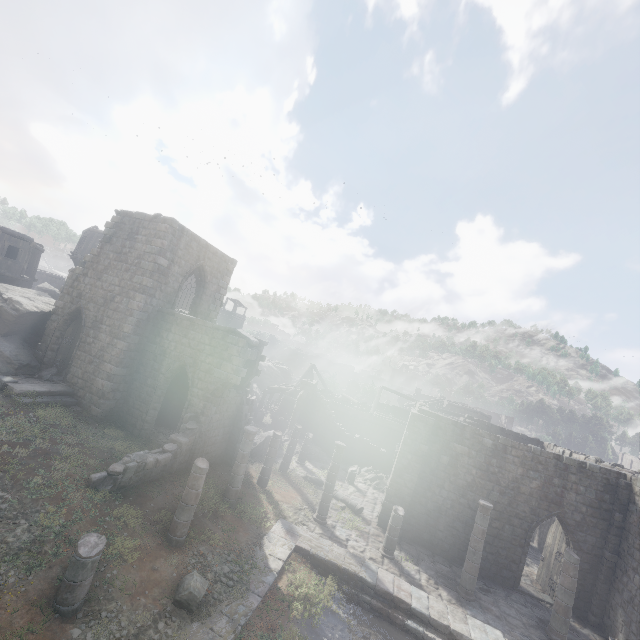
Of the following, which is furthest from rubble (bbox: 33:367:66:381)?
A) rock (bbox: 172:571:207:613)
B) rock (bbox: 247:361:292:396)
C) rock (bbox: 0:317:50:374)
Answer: rock (bbox: 172:571:207:613)

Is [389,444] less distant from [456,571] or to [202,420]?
[456,571]

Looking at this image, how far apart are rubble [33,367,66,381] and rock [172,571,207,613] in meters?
12.8 m

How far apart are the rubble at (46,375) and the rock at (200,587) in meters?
12.8 m

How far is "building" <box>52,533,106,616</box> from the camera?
7.2 meters

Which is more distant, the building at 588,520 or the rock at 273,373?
the rock at 273,373

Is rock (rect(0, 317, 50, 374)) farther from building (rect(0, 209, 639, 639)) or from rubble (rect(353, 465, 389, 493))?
rubble (rect(353, 465, 389, 493))

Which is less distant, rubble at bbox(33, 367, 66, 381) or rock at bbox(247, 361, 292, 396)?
rubble at bbox(33, 367, 66, 381)
